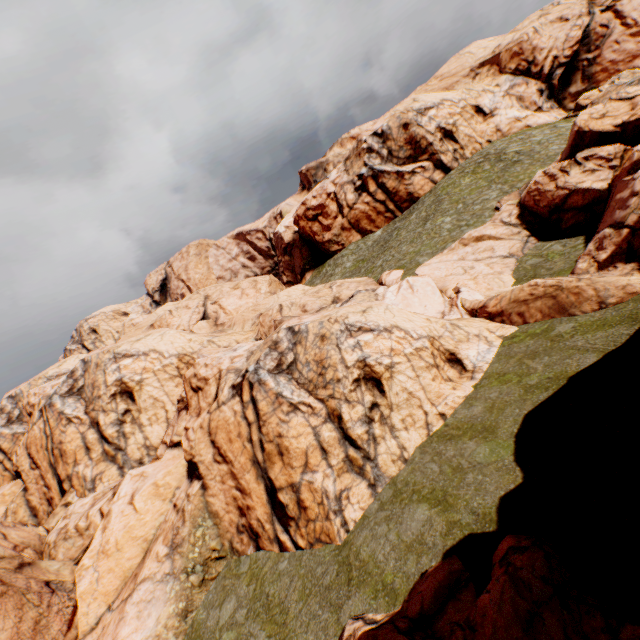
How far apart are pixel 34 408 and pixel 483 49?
90.3m

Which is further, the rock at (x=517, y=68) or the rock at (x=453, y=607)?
the rock at (x=517, y=68)

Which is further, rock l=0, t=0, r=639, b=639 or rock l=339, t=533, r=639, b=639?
rock l=0, t=0, r=639, b=639
